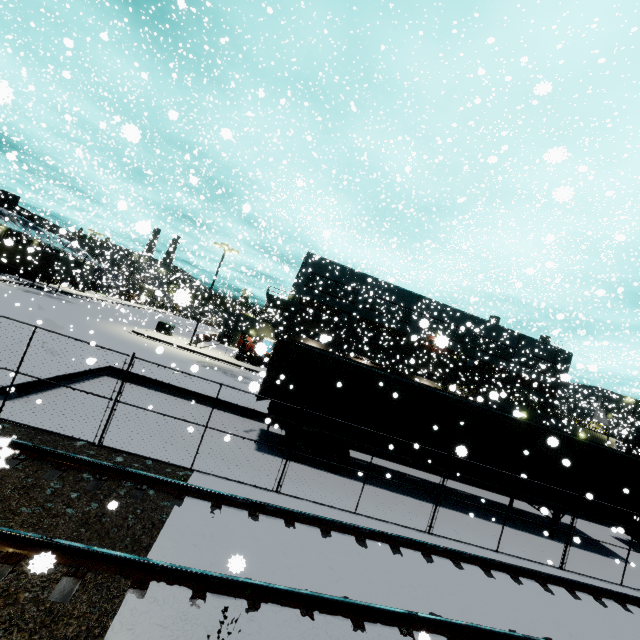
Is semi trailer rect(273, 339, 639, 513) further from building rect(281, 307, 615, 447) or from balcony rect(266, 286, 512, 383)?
balcony rect(266, 286, 512, 383)

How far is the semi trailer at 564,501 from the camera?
12.1m

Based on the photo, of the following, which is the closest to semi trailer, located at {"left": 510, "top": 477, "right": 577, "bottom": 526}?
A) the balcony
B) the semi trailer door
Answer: the semi trailer door

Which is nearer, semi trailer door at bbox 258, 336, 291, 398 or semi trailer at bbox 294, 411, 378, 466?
semi trailer at bbox 294, 411, 378, 466

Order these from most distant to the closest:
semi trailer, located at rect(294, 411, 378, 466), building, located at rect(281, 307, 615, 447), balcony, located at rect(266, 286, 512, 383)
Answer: balcony, located at rect(266, 286, 512, 383), building, located at rect(281, 307, 615, 447), semi trailer, located at rect(294, 411, 378, 466)

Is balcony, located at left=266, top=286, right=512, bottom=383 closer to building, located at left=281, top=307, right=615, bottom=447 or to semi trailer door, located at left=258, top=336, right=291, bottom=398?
building, located at left=281, top=307, right=615, bottom=447

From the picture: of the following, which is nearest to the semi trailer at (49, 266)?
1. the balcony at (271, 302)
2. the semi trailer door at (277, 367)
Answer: the semi trailer door at (277, 367)

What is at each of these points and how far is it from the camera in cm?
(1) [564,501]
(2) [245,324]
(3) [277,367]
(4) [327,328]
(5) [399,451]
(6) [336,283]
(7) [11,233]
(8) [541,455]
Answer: (1) semi trailer, 1227
(2) building, 1950
(3) semi trailer door, 1337
(4) building, 4112
(5) semi trailer, 1159
(6) building, 4159
(7) building, 4728
(8) semi trailer, 1226
